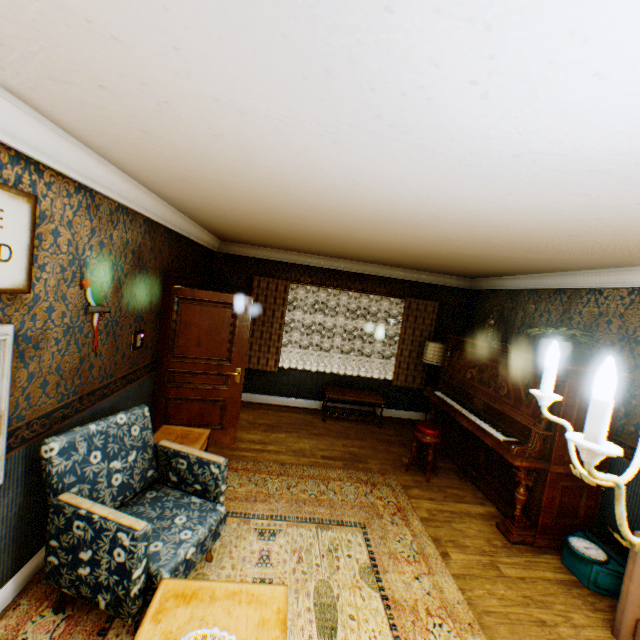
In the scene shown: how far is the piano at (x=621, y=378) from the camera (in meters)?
3.41

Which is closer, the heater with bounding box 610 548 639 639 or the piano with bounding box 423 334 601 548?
the heater with bounding box 610 548 639 639

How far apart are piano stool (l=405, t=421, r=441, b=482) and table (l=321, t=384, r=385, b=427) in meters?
1.3 m

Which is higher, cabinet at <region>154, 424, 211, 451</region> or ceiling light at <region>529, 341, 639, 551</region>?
ceiling light at <region>529, 341, 639, 551</region>

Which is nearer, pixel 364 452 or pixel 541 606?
pixel 541 606

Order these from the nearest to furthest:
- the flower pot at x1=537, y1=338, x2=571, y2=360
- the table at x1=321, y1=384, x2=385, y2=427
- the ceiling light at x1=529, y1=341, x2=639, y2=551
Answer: the ceiling light at x1=529, y1=341, x2=639, y2=551 < the flower pot at x1=537, y1=338, x2=571, y2=360 < the table at x1=321, y1=384, x2=385, y2=427

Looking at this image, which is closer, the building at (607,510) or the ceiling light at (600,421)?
the ceiling light at (600,421)

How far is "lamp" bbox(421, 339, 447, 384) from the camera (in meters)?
6.21
